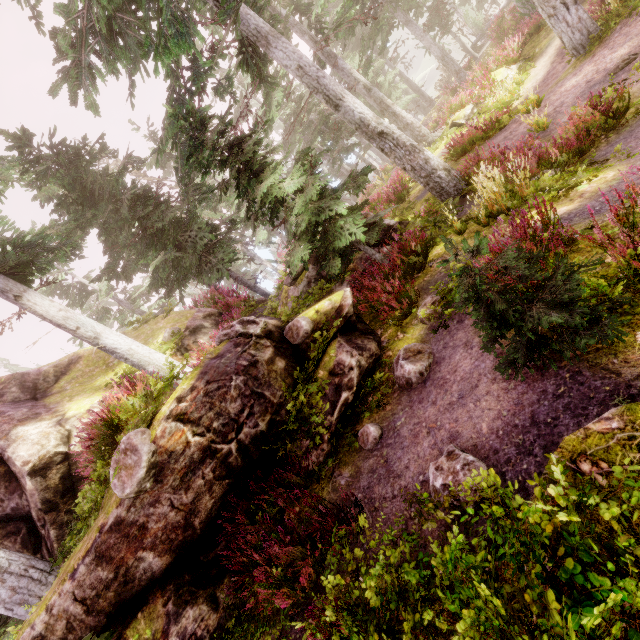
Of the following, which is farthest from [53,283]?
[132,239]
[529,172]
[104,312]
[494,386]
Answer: [104,312]

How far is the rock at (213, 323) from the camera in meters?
11.0 m

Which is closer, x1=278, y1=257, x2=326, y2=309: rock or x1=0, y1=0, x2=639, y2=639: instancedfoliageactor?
x1=0, y1=0, x2=639, y2=639: instancedfoliageactor

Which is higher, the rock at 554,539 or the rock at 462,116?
the rock at 554,539

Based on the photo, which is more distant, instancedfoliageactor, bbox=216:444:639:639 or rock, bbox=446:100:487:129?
rock, bbox=446:100:487:129

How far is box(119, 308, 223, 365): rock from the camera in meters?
11.0
